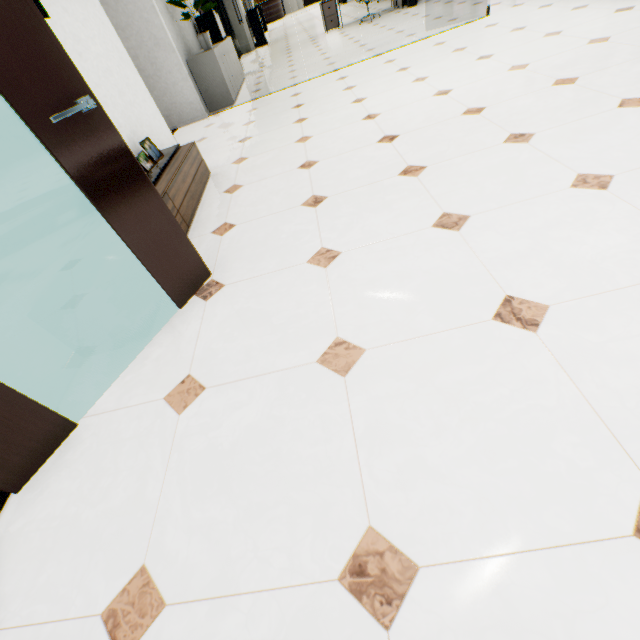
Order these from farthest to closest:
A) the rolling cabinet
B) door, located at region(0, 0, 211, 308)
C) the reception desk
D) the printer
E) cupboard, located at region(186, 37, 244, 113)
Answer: the reception desk, the rolling cabinet, the printer, cupboard, located at region(186, 37, 244, 113), door, located at region(0, 0, 211, 308)

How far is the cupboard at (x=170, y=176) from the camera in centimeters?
254cm

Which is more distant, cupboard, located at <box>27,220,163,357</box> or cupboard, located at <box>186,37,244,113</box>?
cupboard, located at <box>186,37,244,113</box>

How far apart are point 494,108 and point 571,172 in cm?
129

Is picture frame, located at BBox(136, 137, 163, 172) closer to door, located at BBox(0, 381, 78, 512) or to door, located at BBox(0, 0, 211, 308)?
door, located at BBox(0, 0, 211, 308)

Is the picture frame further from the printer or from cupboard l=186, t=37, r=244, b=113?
the printer

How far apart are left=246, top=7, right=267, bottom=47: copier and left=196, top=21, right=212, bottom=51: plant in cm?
837

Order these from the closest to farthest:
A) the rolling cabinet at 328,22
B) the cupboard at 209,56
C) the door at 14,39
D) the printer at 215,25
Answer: the door at 14,39
the cupboard at 209,56
the printer at 215,25
the rolling cabinet at 328,22
